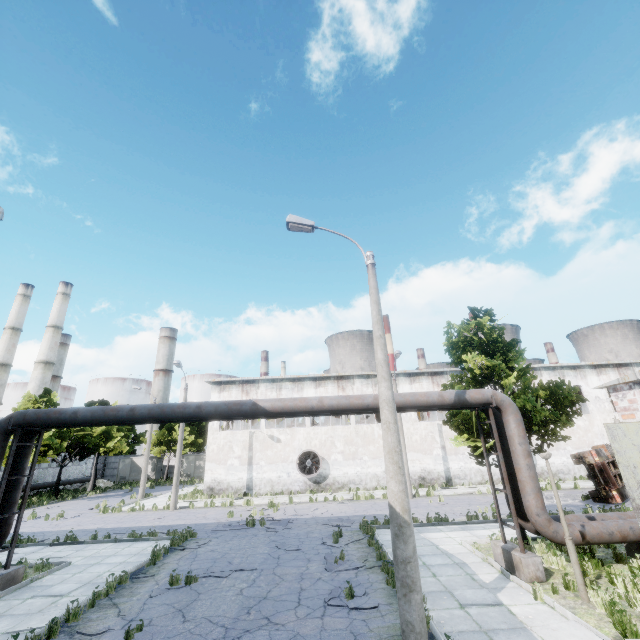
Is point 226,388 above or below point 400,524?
above

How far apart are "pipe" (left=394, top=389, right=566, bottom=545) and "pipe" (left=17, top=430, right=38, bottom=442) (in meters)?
0.37

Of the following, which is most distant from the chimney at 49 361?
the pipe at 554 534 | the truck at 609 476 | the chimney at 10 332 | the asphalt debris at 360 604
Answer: the truck at 609 476

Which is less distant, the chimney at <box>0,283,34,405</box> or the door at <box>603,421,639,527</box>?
the door at <box>603,421,639,527</box>

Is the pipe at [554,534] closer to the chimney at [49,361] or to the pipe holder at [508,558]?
the pipe holder at [508,558]

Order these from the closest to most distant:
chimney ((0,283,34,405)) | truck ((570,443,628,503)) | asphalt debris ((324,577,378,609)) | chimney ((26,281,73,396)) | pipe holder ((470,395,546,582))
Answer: asphalt debris ((324,577,378,609)) < pipe holder ((470,395,546,582)) < truck ((570,443,628,503)) < chimney ((26,281,73,396)) < chimney ((0,283,34,405))

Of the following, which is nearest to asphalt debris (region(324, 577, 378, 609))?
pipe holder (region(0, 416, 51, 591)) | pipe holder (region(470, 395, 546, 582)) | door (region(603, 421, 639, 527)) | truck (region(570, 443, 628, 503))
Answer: pipe holder (region(470, 395, 546, 582))

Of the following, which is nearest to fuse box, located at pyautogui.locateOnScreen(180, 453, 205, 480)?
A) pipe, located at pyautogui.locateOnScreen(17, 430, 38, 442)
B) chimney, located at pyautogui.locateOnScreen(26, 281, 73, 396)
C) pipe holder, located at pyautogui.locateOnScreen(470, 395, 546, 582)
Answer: chimney, located at pyautogui.locateOnScreen(26, 281, 73, 396)
